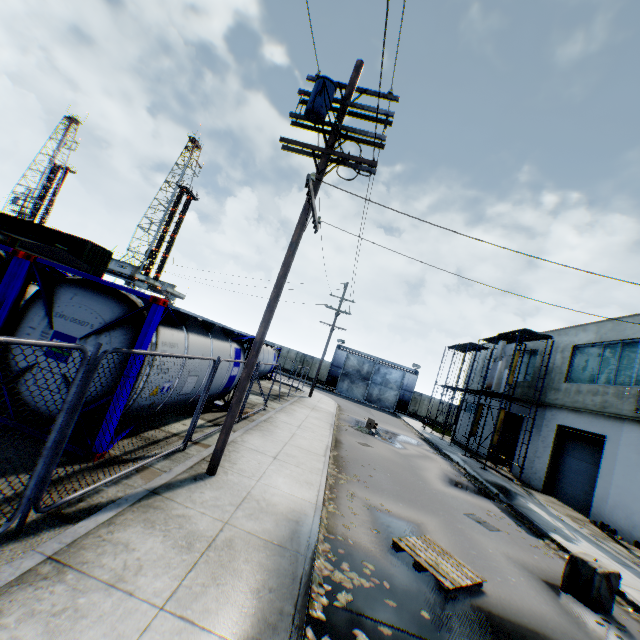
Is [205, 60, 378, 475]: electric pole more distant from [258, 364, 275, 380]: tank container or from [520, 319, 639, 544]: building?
[520, 319, 639, 544]: building

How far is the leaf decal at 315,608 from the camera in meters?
4.3 m

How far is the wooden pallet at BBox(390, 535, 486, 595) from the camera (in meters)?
5.66

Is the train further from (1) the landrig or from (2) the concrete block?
(1) the landrig

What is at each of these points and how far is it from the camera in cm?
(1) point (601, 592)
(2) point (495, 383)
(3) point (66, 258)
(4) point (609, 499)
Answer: (1) concrete block, 670
(2) plywood, 2139
(3) train, 1281
(4) building, 1402

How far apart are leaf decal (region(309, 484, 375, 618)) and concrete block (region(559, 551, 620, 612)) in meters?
4.8

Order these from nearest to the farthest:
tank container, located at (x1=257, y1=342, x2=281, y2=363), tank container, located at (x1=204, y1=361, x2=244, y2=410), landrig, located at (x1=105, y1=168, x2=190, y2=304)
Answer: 1. tank container, located at (x1=204, y1=361, x2=244, y2=410)
2. tank container, located at (x1=257, y1=342, x2=281, y2=363)
3. landrig, located at (x1=105, y1=168, x2=190, y2=304)

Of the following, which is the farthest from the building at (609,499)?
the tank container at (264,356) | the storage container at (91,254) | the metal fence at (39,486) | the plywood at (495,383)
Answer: the storage container at (91,254)
